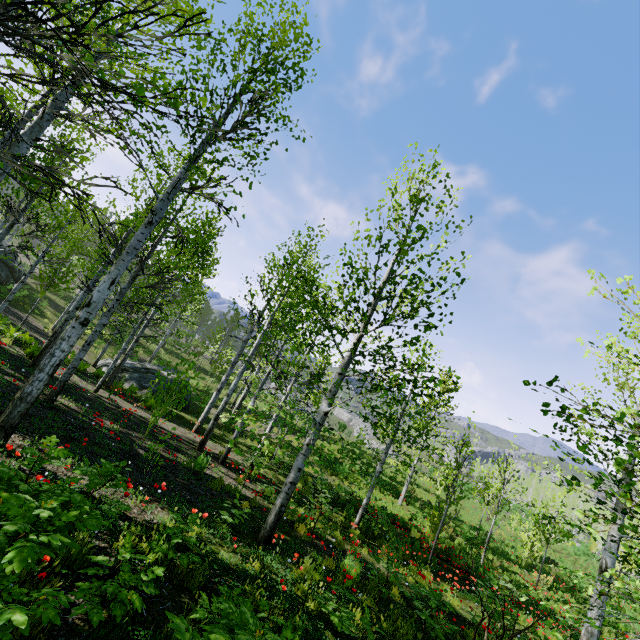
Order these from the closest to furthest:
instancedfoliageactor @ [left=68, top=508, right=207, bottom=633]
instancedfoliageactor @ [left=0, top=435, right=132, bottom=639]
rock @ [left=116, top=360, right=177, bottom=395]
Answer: instancedfoliageactor @ [left=0, top=435, right=132, bottom=639] → instancedfoliageactor @ [left=68, top=508, right=207, bottom=633] → rock @ [left=116, top=360, right=177, bottom=395]

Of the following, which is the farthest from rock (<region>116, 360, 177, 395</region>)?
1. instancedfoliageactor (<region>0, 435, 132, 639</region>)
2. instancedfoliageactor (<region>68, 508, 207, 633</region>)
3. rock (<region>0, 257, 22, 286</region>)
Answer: instancedfoliageactor (<region>68, 508, 207, 633</region>)

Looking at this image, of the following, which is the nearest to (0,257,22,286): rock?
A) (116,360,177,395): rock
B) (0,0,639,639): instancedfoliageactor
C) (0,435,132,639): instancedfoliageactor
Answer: (116,360,177,395): rock

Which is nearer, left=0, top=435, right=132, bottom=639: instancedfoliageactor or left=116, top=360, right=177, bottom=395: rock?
left=0, top=435, right=132, bottom=639: instancedfoliageactor

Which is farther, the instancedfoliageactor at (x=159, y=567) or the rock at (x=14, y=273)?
the rock at (x=14, y=273)

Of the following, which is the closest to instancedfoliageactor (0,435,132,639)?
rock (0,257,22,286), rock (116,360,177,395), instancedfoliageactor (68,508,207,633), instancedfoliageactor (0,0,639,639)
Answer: instancedfoliageactor (0,0,639,639)

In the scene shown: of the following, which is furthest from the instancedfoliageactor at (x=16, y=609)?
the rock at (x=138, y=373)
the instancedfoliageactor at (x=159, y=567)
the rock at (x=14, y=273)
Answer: the rock at (x=14, y=273)

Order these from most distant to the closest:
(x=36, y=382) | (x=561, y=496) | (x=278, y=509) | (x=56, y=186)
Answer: (x=56, y=186)
(x=561, y=496)
(x=278, y=509)
(x=36, y=382)
